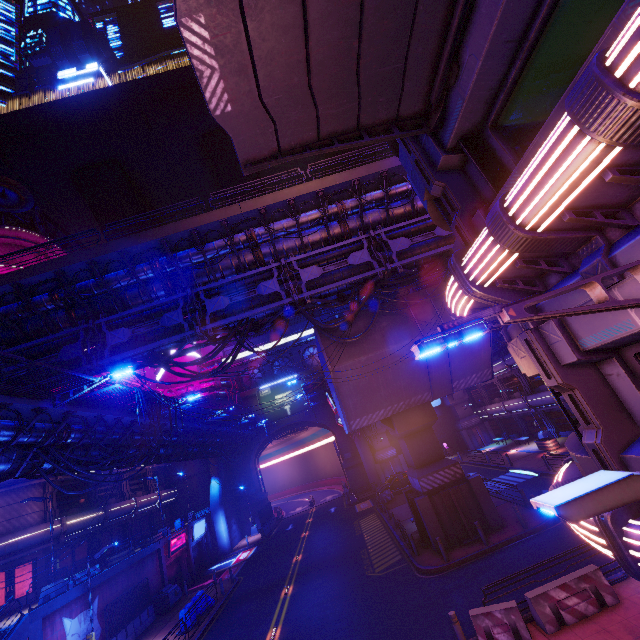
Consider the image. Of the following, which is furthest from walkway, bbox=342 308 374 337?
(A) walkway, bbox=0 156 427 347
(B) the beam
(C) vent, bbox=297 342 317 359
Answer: (B) the beam

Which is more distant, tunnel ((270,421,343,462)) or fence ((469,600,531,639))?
tunnel ((270,421,343,462))

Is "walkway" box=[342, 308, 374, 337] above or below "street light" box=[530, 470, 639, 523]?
above

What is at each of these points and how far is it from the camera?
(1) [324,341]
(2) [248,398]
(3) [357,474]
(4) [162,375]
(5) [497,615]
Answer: (1) walkway, 18.75m
(2) wall arch, 49.50m
(3) wall arch, 44.72m
(4) building, 49.66m
(5) fence, 9.91m

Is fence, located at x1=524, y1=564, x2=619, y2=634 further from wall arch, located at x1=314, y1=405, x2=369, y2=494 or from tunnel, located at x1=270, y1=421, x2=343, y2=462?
tunnel, located at x1=270, y1=421, x2=343, y2=462

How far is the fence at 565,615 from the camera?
9.6m

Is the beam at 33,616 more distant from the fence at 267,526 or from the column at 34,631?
the fence at 267,526

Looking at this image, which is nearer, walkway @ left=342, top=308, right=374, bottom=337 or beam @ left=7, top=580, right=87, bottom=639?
beam @ left=7, top=580, right=87, bottom=639
